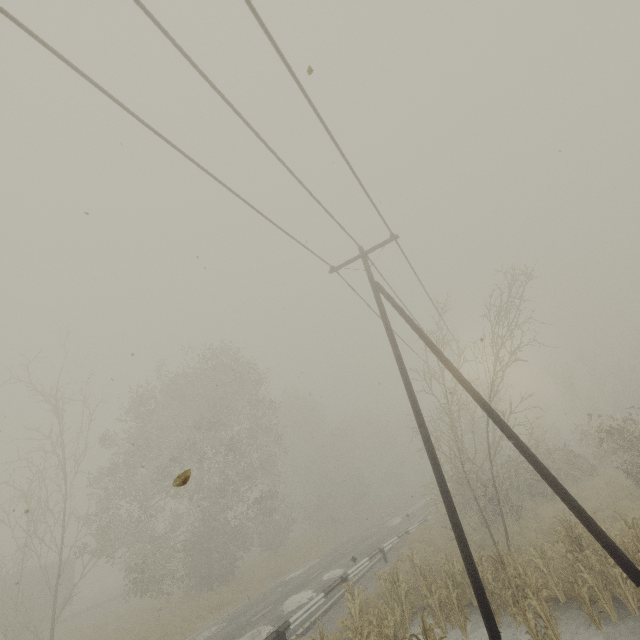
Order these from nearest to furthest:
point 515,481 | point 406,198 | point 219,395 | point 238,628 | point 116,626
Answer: point 406,198 < point 515,481 < point 238,628 < point 116,626 < point 219,395

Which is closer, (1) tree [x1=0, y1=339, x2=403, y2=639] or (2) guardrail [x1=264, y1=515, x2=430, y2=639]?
(2) guardrail [x1=264, y1=515, x2=430, y2=639]

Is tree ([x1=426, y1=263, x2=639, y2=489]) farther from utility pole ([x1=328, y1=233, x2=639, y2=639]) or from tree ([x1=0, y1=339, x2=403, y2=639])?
tree ([x1=0, y1=339, x2=403, y2=639])

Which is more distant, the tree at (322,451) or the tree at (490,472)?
the tree at (322,451)

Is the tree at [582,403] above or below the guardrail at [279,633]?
above

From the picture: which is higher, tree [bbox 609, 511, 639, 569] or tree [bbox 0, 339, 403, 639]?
tree [bbox 0, 339, 403, 639]

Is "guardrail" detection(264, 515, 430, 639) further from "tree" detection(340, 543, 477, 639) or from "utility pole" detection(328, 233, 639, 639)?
"utility pole" detection(328, 233, 639, 639)
